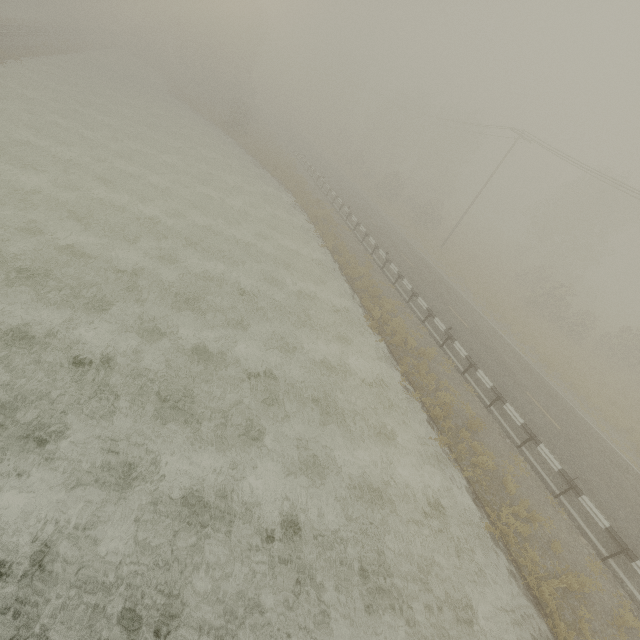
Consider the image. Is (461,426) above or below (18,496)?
above
